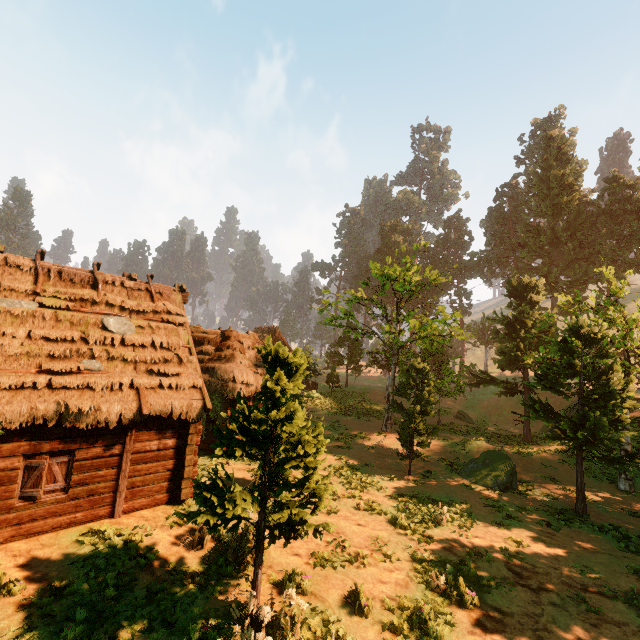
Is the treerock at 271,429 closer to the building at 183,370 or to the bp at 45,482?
the building at 183,370

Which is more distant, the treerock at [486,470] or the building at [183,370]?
the treerock at [486,470]

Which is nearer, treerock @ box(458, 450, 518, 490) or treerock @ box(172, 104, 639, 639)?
treerock @ box(172, 104, 639, 639)

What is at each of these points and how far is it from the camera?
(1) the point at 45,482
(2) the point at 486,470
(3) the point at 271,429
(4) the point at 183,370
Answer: (1) bp, 8.9 meters
(2) treerock, 17.2 meters
(3) treerock, 7.5 meters
(4) building, 12.0 meters

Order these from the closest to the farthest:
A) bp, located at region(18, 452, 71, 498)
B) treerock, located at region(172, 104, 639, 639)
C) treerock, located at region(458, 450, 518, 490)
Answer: treerock, located at region(172, 104, 639, 639), bp, located at region(18, 452, 71, 498), treerock, located at region(458, 450, 518, 490)

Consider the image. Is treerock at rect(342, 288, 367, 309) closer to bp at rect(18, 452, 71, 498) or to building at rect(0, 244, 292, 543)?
building at rect(0, 244, 292, 543)
